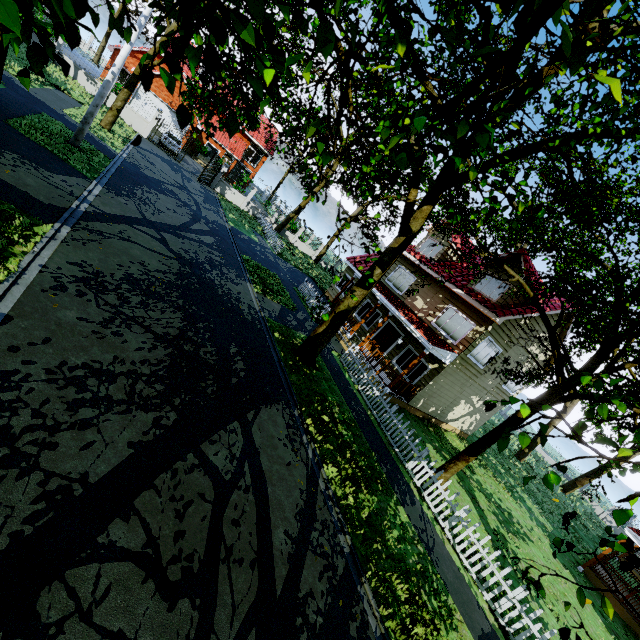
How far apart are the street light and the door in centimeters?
1638cm

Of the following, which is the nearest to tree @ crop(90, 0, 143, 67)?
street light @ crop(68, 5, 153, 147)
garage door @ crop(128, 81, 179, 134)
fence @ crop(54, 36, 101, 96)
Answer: fence @ crop(54, 36, 101, 96)

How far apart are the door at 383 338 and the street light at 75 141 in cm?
1638

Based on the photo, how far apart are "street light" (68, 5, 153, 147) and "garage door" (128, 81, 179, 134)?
23.13m

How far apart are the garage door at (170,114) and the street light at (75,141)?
23.13m

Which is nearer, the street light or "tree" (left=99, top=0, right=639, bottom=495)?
"tree" (left=99, top=0, right=639, bottom=495)

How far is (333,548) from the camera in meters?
6.3 m

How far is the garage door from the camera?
30.48m
